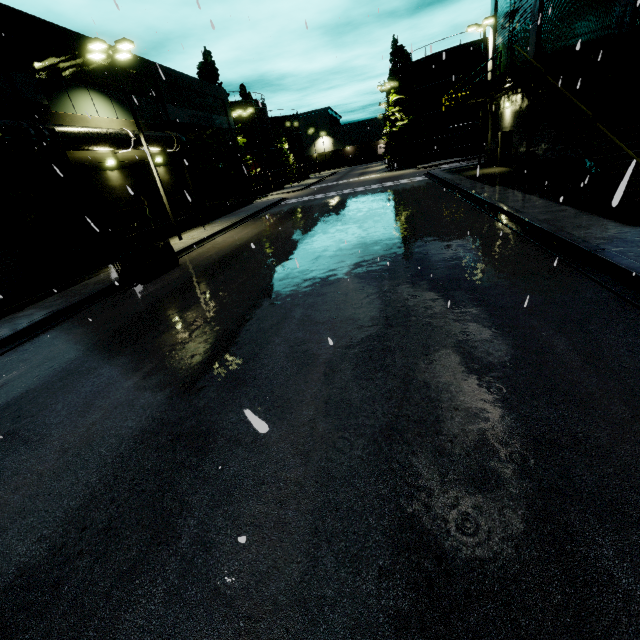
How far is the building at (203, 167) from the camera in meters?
21.3

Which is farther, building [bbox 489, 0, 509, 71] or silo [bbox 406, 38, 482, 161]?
silo [bbox 406, 38, 482, 161]

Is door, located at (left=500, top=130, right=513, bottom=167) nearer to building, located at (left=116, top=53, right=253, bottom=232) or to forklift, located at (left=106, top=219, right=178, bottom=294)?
building, located at (left=116, top=53, right=253, bottom=232)

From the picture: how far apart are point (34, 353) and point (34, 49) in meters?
15.5 m

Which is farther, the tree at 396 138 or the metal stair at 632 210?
the tree at 396 138

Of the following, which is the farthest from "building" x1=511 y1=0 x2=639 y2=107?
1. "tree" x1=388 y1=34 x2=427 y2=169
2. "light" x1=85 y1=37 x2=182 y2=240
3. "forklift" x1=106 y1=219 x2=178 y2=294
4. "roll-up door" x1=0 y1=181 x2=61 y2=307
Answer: "tree" x1=388 y1=34 x2=427 y2=169

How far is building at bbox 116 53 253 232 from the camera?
21.3m

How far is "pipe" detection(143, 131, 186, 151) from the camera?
19.4 meters
